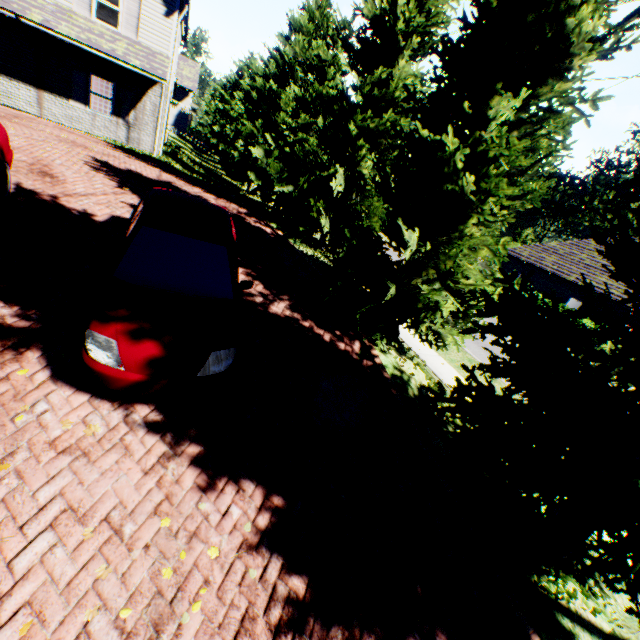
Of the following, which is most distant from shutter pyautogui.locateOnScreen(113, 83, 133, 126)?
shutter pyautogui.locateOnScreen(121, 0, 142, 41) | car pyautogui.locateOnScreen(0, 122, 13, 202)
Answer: car pyautogui.locateOnScreen(0, 122, 13, 202)

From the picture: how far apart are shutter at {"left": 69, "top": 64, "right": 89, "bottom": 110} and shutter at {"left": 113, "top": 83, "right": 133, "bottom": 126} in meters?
1.0

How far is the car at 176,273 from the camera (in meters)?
3.78

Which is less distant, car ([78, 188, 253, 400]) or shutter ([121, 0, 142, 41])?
car ([78, 188, 253, 400])

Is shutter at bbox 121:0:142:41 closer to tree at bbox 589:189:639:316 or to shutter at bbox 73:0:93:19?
shutter at bbox 73:0:93:19

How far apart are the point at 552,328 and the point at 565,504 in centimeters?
228cm

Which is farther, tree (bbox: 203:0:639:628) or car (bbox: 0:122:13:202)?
car (bbox: 0:122:13:202)

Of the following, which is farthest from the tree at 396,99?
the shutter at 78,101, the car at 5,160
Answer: the shutter at 78,101
